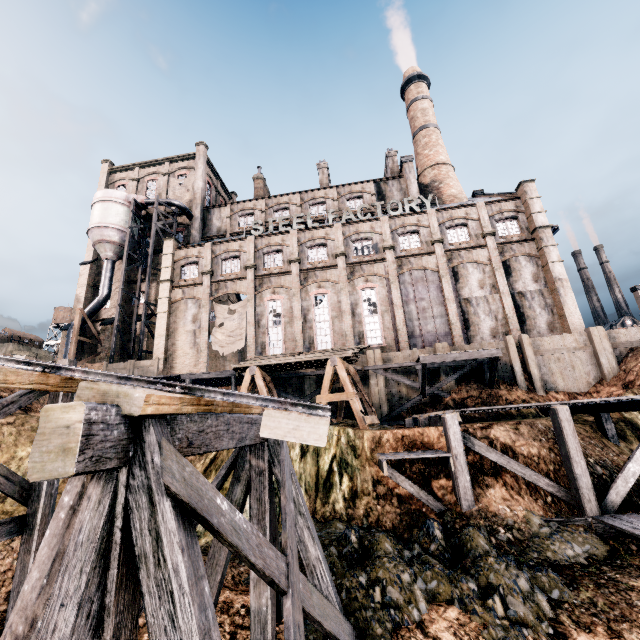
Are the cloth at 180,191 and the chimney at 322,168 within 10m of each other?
no

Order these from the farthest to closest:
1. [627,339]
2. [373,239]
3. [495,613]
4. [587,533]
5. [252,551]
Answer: [373,239] < [627,339] < [587,533] < [495,613] < [252,551]

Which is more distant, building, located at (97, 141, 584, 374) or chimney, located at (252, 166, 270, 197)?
chimney, located at (252, 166, 270, 197)

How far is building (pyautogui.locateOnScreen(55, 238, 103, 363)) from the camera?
36.3m

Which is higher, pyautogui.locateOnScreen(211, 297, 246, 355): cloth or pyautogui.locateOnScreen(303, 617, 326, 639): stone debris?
pyautogui.locateOnScreen(211, 297, 246, 355): cloth

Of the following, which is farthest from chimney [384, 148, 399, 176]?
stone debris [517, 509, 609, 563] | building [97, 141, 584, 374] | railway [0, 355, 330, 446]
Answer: railway [0, 355, 330, 446]

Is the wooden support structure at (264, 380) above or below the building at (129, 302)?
below

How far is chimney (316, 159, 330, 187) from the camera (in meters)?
42.59
